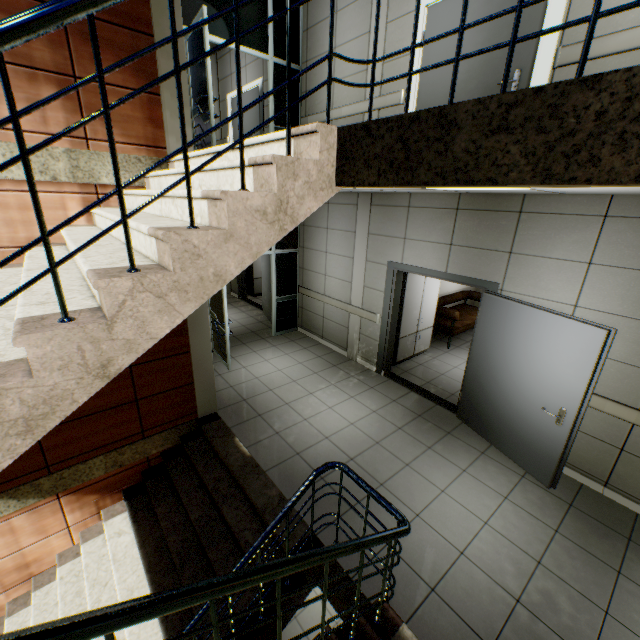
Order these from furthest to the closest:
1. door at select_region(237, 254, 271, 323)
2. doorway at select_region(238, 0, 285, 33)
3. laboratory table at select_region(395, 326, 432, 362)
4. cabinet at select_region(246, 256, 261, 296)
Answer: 1. cabinet at select_region(246, 256, 261, 296)
2. door at select_region(237, 254, 271, 323)
3. laboratory table at select_region(395, 326, 432, 362)
4. doorway at select_region(238, 0, 285, 33)

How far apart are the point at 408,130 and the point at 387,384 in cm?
498

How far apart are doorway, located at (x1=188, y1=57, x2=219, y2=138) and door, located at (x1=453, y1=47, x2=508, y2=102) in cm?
274

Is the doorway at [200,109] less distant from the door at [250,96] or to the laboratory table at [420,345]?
the door at [250,96]

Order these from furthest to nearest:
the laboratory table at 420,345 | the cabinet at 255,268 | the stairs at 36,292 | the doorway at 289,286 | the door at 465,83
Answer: the cabinet at 255,268, the doorway at 289,286, the laboratory table at 420,345, the door at 465,83, the stairs at 36,292

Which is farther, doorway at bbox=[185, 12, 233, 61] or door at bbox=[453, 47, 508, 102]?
doorway at bbox=[185, 12, 233, 61]

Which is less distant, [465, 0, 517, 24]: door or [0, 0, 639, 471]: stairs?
[0, 0, 639, 471]: stairs
